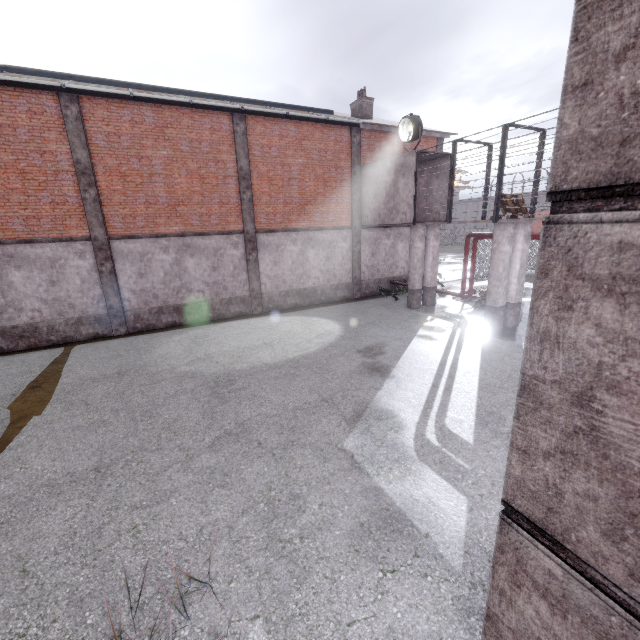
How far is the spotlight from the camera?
13.3m

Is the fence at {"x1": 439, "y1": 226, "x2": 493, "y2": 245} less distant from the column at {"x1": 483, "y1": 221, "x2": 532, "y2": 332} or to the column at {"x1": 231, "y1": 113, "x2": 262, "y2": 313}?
the column at {"x1": 483, "y1": 221, "x2": 532, "y2": 332}

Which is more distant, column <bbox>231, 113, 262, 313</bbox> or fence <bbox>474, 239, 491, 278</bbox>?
fence <bbox>474, 239, 491, 278</bbox>

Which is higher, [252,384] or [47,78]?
[47,78]

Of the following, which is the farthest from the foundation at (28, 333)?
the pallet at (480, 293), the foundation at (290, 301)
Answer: the pallet at (480, 293)

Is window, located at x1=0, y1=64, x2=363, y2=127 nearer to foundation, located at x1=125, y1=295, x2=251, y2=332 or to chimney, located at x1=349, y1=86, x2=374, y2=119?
chimney, located at x1=349, y1=86, x2=374, y2=119

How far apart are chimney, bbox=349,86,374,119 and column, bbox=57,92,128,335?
13.6m

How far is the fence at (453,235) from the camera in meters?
53.8 m
